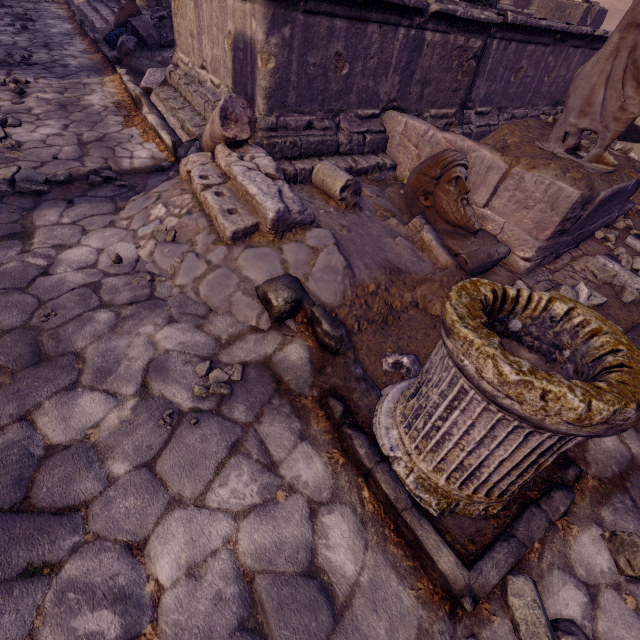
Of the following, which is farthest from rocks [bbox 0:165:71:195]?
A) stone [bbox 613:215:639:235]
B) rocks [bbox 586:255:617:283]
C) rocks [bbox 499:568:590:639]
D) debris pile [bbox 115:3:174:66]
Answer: stone [bbox 613:215:639:235]

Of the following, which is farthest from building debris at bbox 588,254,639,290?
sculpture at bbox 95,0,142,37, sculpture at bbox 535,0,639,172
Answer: sculpture at bbox 95,0,142,37

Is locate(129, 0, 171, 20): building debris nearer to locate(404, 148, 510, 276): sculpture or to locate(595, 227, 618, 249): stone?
locate(404, 148, 510, 276): sculpture

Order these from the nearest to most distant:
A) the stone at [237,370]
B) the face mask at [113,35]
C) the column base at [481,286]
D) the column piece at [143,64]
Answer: the column base at [481,286], the stone at [237,370], the column piece at [143,64], the face mask at [113,35]

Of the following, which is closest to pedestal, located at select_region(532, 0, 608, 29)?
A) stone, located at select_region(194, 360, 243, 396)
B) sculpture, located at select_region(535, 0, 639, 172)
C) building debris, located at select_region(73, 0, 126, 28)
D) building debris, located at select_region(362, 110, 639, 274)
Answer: building debris, located at select_region(362, 110, 639, 274)

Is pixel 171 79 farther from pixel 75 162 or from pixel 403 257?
pixel 403 257

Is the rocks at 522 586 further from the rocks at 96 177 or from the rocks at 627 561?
the rocks at 96 177

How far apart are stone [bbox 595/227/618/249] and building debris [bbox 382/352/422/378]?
2.79m
